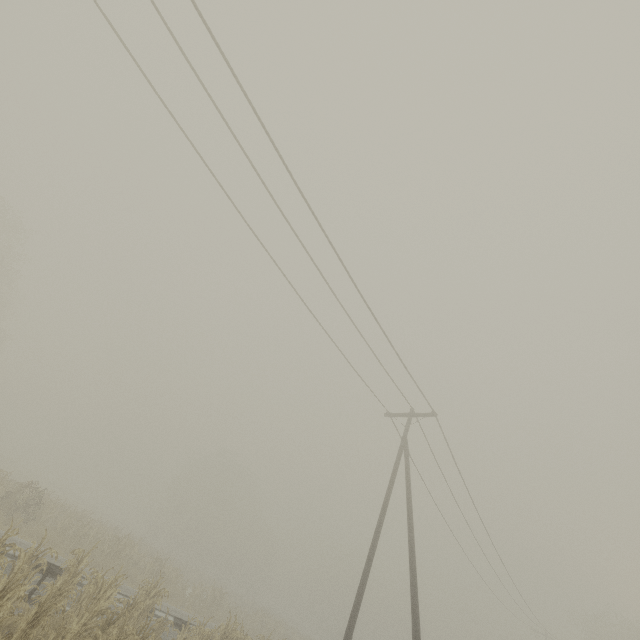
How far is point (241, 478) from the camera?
57.6m

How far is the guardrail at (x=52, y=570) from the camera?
9.6m

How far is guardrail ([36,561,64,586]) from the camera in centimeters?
963cm
